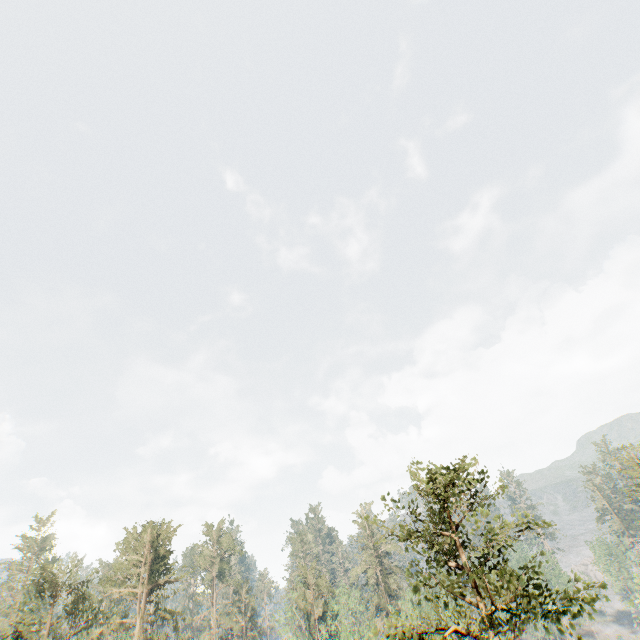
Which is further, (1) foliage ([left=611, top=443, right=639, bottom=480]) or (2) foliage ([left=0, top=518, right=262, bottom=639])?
(1) foliage ([left=611, top=443, right=639, bottom=480])

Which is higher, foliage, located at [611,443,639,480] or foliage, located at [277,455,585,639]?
foliage, located at [611,443,639,480]

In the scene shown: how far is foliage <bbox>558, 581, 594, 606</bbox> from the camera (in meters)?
12.59

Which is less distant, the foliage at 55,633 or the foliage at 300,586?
the foliage at 300,586

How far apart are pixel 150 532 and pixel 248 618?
34.68m

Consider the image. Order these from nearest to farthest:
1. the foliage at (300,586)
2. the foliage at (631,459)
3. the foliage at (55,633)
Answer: the foliage at (300,586)
the foliage at (55,633)
the foliage at (631,459)

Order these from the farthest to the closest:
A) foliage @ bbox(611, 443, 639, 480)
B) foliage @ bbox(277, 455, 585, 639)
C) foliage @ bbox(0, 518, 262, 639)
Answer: foliage @ bbox(611, 443, 639, 480), foliage @ bbox(0, 518, 262, 639), foliage @ bbox(277, 455, 585, 639)
